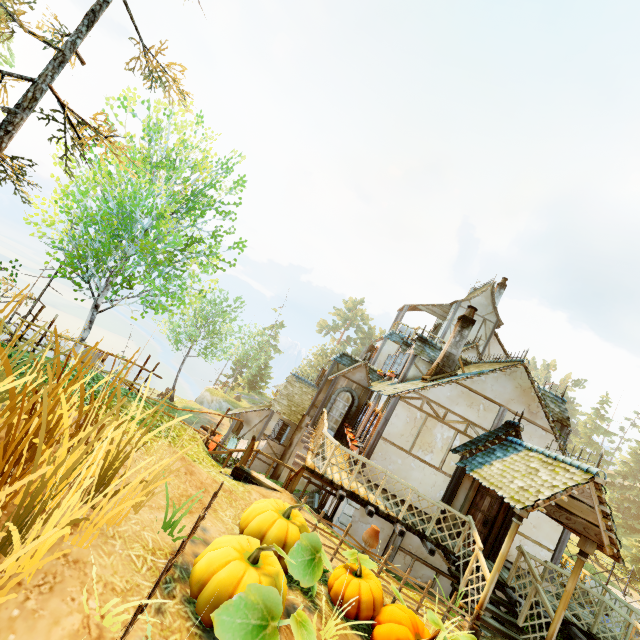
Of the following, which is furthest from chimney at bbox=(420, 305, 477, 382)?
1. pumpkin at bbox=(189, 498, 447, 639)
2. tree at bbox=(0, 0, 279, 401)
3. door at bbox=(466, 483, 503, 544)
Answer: tree at bbox=(0, 0, 279, 401)

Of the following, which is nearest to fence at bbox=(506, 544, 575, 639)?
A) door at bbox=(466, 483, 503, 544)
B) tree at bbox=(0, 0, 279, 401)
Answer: door at bbox=(466, 483, 503, 544)

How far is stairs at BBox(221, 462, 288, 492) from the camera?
8.5m

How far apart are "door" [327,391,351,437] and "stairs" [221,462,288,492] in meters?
6.4 m

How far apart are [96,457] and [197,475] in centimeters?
286cm

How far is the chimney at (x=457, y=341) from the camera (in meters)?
12.16

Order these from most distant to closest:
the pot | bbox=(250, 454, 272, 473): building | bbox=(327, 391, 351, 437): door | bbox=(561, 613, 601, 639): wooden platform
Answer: bbox=(250, 454, 272, 473): building, bbox=(327, 391, 351, 437): door, bbox=(561, 613, 601, 639): wooden platform, the pot

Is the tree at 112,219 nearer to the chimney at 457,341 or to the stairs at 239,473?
the stairs at 239,473
